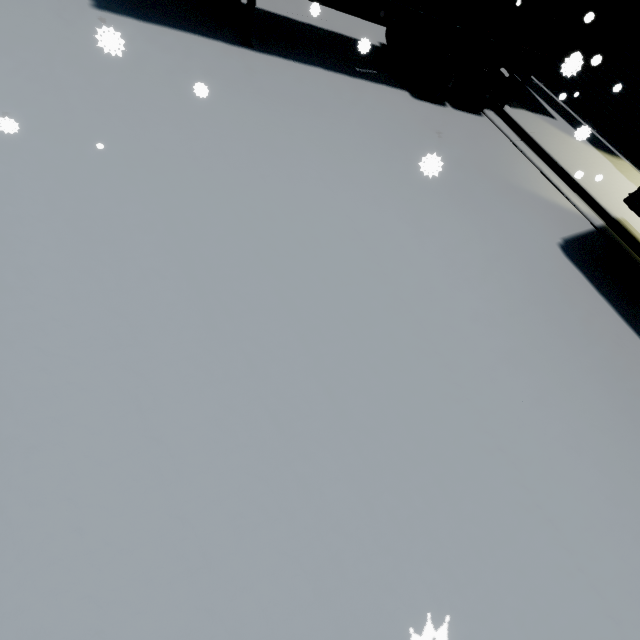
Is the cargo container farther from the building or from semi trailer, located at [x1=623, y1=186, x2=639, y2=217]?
the building

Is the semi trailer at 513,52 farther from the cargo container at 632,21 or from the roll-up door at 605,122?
the roll-up door at 605,122

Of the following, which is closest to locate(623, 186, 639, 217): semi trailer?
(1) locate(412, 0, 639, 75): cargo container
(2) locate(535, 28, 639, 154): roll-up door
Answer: (1) locate(412, 0, 639, 75): cargo container

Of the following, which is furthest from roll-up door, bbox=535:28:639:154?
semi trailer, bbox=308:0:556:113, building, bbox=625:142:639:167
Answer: semi trailer, bbox=308:0:556:113

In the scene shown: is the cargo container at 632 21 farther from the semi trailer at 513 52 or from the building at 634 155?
the building at 634 155

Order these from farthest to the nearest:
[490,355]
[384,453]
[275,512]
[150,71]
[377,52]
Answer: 1. [377,52]
2. [150,71]
3. [490,355]
4. [384,453]
5. [275,512]

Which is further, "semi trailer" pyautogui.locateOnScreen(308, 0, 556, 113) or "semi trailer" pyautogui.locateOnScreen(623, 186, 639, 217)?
"semi trailer" pyautogui.locateOnScreen(308, 0, 556, 113)
